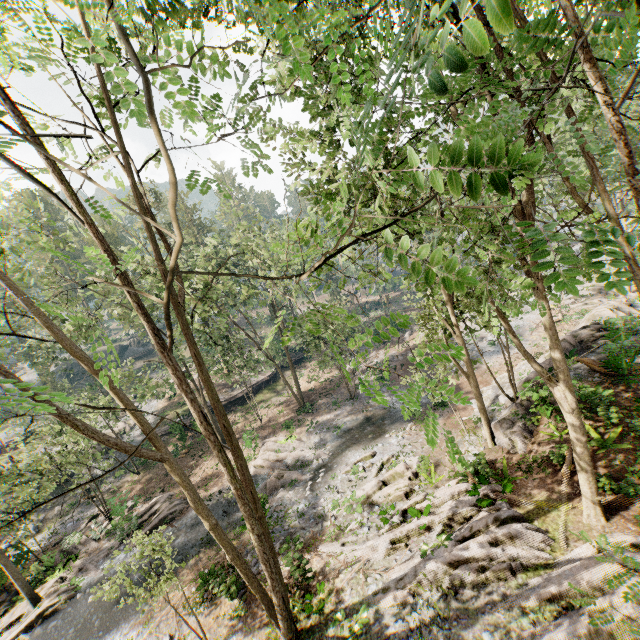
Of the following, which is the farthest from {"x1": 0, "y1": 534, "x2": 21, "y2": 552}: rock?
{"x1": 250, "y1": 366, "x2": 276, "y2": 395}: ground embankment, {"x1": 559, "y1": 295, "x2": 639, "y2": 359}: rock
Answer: {"x1": 559, "y1": 295, "x2": 639, "y2": 359}: rock

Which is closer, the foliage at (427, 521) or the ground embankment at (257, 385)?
the foliage at (427, 521)

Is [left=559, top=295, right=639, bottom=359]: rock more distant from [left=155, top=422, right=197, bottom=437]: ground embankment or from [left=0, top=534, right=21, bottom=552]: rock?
[left=0, top=534, right=21, bottom=552]: rock

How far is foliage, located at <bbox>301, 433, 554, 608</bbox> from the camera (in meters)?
10.81

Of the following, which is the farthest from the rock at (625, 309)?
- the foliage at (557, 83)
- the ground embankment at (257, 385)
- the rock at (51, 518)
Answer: the rock at (51, 518)

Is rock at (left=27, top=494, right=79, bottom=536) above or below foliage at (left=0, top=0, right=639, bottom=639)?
below

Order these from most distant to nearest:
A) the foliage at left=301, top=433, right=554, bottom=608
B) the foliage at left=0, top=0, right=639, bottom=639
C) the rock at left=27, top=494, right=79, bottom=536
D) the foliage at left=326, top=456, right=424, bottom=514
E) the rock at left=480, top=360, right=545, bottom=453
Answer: the rock at left=27, top=494, right=79, bottom=536, the foliage at left=326, top=456, right=424, bottom=514, the rock at left=480, top=360, right=545, bottom=453, the foliage at left=301, top=433, right=554, bottom=608, the foliage at left=0, top=0, right=639, bottom=639

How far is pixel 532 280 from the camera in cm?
971
